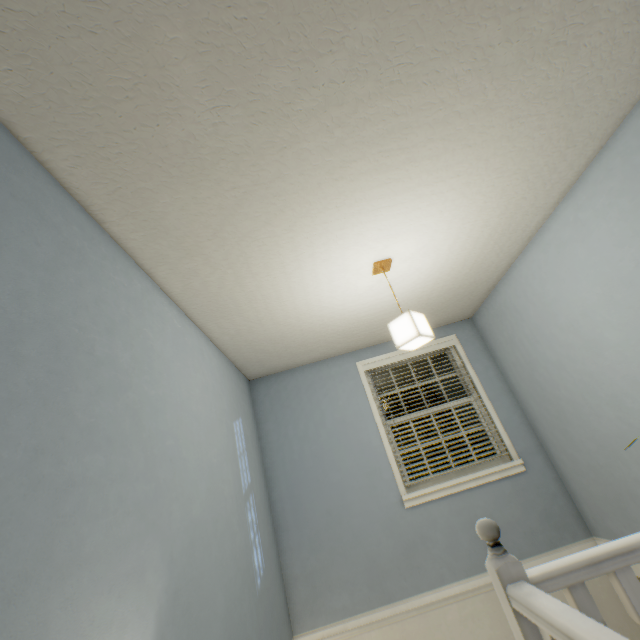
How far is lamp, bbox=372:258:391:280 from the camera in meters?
2.4 m

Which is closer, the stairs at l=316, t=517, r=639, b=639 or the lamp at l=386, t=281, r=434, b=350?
the stairs at l=316, t=517, r=639, b=639

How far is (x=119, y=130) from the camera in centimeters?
122cm

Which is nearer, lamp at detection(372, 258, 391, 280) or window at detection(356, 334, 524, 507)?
lamp at detection(372, 258, 391, 280)

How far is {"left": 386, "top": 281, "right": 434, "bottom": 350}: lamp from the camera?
2.12m

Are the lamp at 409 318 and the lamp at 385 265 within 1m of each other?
yes

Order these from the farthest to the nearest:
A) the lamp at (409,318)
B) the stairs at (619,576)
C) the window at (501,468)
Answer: the window at (501,468), the lamp at (409,318), the stairs at (619,576)

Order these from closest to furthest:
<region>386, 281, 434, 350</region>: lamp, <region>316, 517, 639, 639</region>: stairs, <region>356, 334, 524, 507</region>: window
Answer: <region>316, 517, 639, 639</region>: stairs
<region>386, 281, 434, 350</region>: lamp
<region>356, 334, 524, 507</region>: window
